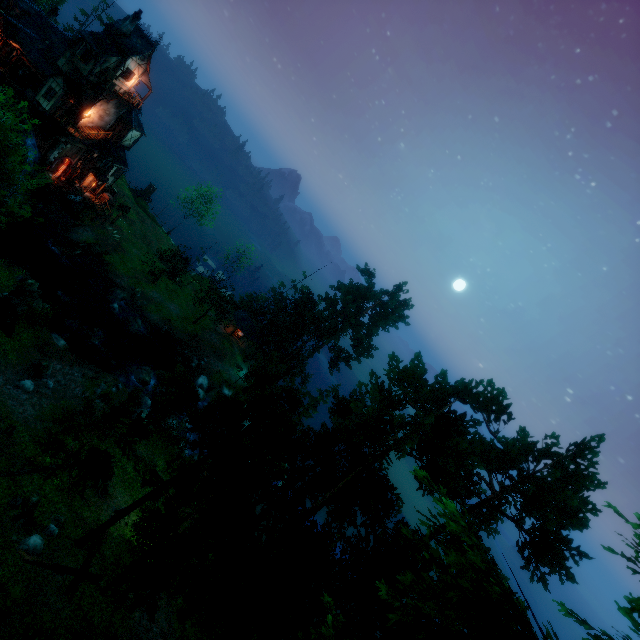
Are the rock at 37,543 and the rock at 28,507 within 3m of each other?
yes

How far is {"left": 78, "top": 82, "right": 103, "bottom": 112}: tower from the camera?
34.8 meters

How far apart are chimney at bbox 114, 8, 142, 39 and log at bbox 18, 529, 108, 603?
44.8m

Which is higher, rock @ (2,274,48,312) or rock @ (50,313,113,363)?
rock @ (2,274,48,312)

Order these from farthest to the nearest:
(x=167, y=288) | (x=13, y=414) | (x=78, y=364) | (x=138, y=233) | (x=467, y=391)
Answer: (x=138, y=233) → (x=167, y=288) → (x=78, y=364) → (x=13, y=414) → (x=467, y=391)

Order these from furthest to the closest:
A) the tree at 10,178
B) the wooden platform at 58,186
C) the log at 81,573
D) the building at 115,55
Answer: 1. the wooden platform at 58,186
2. the building at 115,55
3. the tree at 10,178
4. the log at 81,573

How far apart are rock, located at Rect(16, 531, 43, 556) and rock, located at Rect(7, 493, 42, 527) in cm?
68

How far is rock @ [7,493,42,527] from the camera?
14.9 meters
